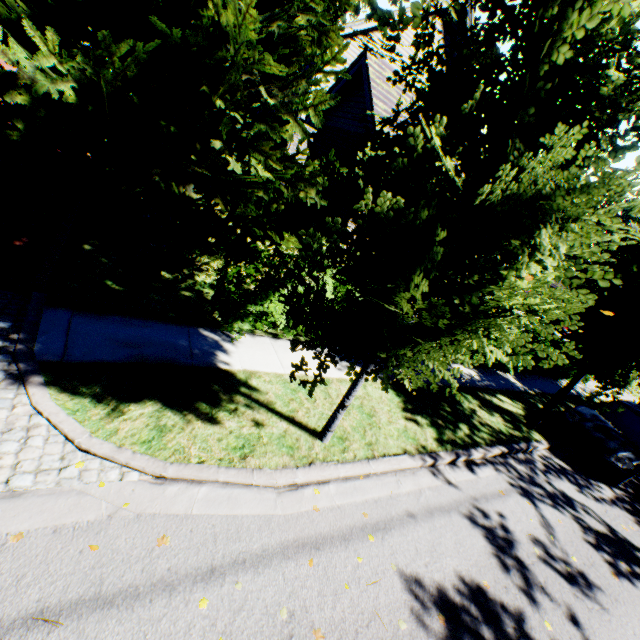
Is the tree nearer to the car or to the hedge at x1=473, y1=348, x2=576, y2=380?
the car

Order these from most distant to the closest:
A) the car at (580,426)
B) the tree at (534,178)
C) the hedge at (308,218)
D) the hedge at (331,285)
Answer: the hedge at (308,218)
the car at (580,426)
the hedge at (331,285)
the tree at (534,178)

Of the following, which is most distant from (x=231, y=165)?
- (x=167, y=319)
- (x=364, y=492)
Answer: (x=364, y=492)

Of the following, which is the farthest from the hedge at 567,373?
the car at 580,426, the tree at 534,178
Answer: the car at 580,426

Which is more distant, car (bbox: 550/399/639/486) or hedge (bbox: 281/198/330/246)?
hedge (bbox: 281/198/330/246)

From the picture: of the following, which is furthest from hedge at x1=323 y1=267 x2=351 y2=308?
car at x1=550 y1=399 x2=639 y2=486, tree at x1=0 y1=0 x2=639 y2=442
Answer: car at x1=550 y1=399 x2=639 y2=486

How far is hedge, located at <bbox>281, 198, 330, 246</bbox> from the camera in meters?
10.9 m
